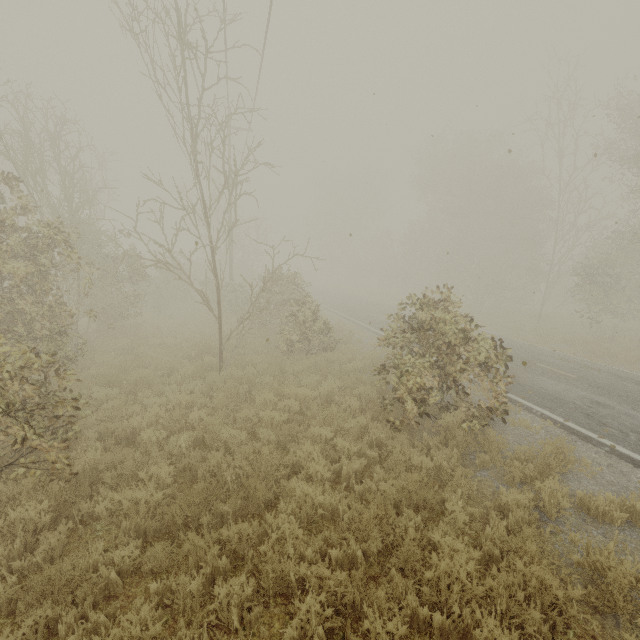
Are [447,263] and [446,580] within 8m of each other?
no
